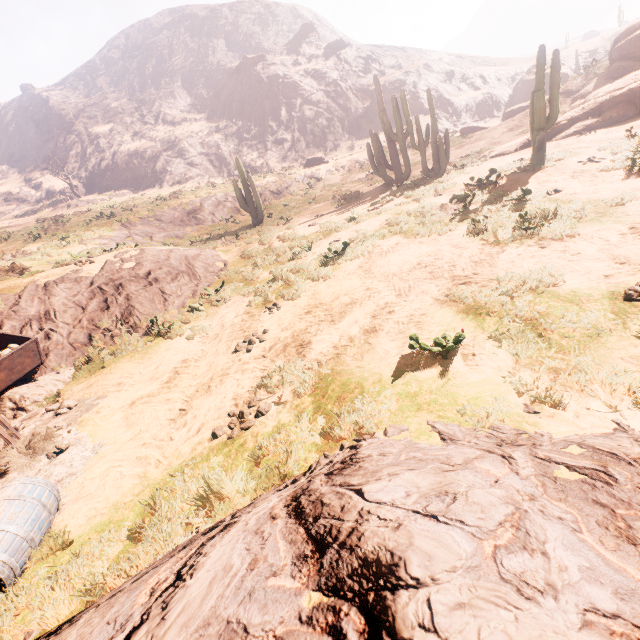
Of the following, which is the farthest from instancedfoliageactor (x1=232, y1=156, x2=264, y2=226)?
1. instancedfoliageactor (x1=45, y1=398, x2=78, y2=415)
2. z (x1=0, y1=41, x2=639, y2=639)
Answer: instancedfoliageactor (x1=45, y1=398, x2=78, y2=415)

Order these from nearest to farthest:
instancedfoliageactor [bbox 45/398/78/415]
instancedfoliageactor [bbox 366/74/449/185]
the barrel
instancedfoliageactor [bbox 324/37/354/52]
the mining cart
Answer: the barrel → instancedfoliageactor [bbox 45/398/78/415] → the mining cart → instancedfoliageactor [bbox 366/74/449/185] → instancedfoliageactor [bbox 324/37/354/52]

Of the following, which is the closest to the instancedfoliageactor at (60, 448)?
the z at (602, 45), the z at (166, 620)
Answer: the z at (166, 620)

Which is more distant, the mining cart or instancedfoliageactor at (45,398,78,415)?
the mining cart

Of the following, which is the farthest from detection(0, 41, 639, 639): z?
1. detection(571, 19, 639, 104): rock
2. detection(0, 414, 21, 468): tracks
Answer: detection(571, 19, 639, 104): rock

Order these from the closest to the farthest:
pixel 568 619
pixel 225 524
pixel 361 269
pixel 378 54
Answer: pixel 568 619 → pixel 225 524 → pixel 361 269 → pixel 378 54

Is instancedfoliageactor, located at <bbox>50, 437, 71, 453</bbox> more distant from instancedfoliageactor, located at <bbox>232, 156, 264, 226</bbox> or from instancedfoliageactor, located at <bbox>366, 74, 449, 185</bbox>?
instancedfoliageactor, located at <bbox>232, 156, 264, 226</bbox>

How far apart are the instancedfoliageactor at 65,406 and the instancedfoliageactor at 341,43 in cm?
6782
